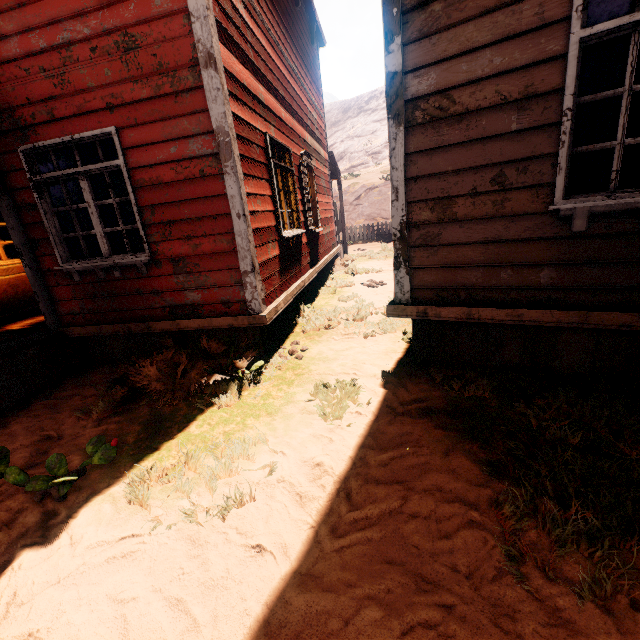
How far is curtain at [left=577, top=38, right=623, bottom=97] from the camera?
2.3m

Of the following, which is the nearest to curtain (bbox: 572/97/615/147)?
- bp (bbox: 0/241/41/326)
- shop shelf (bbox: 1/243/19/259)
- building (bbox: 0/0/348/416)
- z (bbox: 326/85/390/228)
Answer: building (bbox: 0/0/348/416)

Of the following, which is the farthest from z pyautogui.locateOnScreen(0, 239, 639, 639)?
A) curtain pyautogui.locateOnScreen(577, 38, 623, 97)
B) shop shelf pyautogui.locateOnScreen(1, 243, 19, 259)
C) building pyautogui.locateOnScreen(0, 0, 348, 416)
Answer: curtain pyautogui.locateOnScreen(577, 38, 623, 97)

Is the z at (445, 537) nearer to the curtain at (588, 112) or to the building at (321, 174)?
the building at (321, 174)

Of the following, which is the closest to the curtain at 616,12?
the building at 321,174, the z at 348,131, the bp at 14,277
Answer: the building at 321,174

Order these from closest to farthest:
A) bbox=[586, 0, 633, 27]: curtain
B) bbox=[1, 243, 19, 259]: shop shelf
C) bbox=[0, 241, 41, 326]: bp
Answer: bbox=[586, 0, 633, 27]: curtain → bbox=[0, 241, 41, 326]: bp → bbox=[1, 243, 19, 259]: shop shelf

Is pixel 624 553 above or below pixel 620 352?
below

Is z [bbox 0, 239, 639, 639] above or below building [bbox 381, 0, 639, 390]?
below
